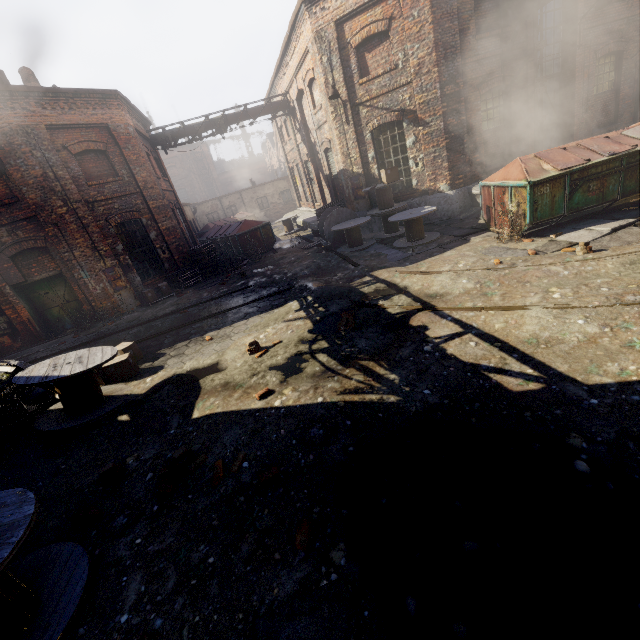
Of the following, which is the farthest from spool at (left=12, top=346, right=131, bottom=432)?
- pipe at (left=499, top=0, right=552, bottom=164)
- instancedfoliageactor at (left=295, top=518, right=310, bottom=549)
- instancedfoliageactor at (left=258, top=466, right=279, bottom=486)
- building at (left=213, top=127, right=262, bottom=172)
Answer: building at (left=213, top=127, right=262, bottom=172)

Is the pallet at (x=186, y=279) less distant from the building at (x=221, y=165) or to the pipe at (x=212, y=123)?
the pipe at (x=212, y=123)

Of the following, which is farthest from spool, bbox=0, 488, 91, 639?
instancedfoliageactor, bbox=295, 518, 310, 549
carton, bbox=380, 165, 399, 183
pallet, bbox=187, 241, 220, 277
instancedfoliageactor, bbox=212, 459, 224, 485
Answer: carton, bbox=380, 165, 399, 183

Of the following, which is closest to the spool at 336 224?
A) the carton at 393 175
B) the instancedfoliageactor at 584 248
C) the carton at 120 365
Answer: the carton at 393 175

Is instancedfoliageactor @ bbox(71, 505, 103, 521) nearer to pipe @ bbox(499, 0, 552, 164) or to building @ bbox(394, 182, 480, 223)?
building @ bbox(394, 182, 480, 223)

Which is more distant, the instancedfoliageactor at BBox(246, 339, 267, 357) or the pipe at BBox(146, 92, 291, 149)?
the pipe at BBox(146, 92, 291, 149)

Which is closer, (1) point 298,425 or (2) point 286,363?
(1) point 298,425

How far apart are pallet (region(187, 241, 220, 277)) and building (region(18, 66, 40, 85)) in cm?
869
